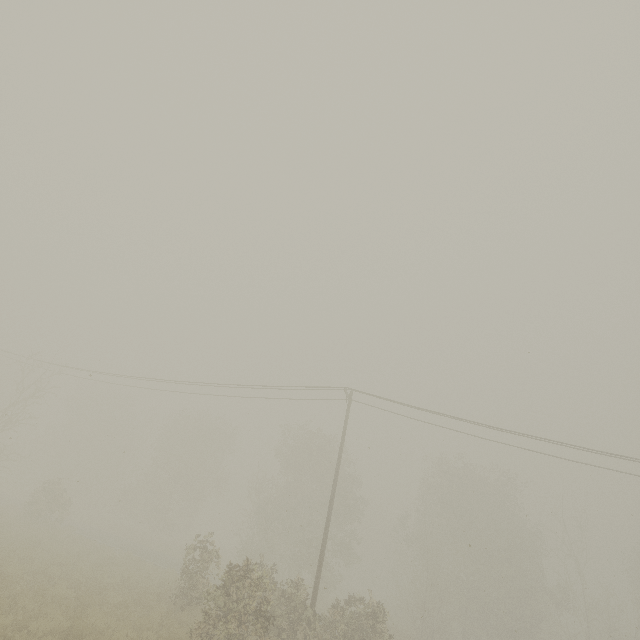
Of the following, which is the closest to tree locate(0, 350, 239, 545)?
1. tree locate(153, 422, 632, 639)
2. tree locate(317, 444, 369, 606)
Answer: tree locate(317, 444, 369, 606)

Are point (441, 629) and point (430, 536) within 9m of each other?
yes

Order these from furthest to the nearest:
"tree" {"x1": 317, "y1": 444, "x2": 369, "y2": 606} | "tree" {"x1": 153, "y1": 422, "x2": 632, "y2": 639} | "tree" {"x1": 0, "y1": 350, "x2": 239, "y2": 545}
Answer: "tree" {"x1": 317, "y1": 444, "x2": 369, "y2": 606}, "tree" {"x1": 0, "y1": 350, "x2": 239, "y2": 545}, "tree" {"x1": 153, "y1": 422, "x2": 632, "y2": 639}

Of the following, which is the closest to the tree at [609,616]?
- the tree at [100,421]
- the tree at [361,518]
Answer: the tree at [361,518]

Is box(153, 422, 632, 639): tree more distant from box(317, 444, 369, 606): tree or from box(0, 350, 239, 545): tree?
box(0, 350, 239, 545): tree

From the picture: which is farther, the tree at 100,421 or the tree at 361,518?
the tree at 361,518
